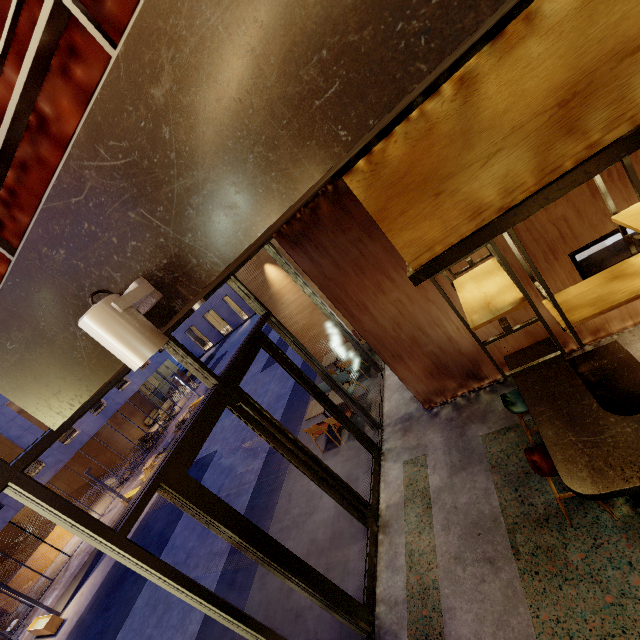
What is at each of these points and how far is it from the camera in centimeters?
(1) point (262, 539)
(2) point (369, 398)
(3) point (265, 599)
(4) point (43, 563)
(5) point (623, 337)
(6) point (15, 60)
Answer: (1) door, 375cm
(2) building, 827cm
(3) building, 582cm
(4) reception podium, 1741cm
(5) building, 489cm
(6) couch, 106cm

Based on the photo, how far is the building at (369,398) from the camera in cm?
804

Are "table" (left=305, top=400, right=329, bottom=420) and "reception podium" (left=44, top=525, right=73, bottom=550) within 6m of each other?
no

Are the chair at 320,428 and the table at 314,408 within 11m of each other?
yes

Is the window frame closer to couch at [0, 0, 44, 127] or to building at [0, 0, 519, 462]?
building at [0, 0, 519, 462]

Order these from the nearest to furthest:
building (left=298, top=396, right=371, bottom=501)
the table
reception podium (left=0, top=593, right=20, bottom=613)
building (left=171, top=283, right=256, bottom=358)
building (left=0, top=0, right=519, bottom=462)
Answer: building (left=0, top=0, right=519, bottom=462) < building (left=298, top=396, right=371, bottom=501) < the table < reception podium (left=0, top=593, right=20, bottom=613) < building (left=171, top=283, right=256, bottom=358)

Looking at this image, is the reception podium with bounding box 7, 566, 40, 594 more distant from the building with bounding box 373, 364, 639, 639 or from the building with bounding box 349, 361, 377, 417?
the building with bounding box 373, 364, 639, 639

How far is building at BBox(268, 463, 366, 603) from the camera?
5.1m
